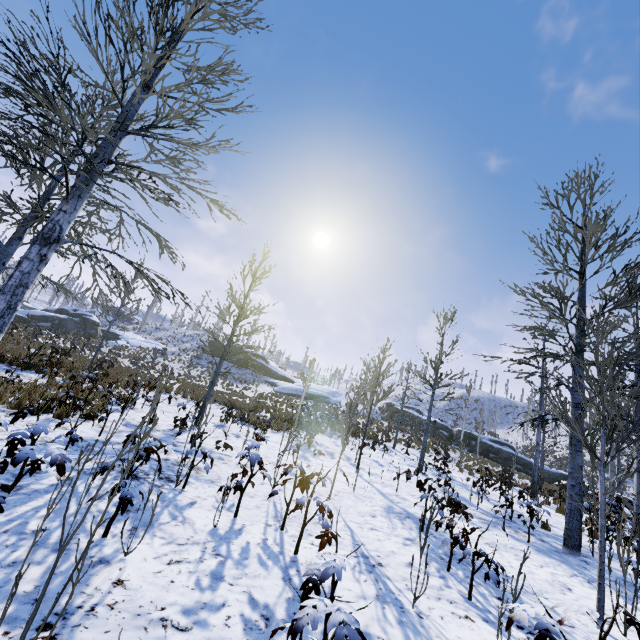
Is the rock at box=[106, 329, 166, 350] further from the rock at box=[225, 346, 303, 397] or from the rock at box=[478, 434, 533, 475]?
the rock at box=[478, 434, 533, 475]

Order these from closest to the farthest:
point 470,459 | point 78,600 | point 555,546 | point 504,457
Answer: point 78,600, point 555,546, point 470,459, point 504,457

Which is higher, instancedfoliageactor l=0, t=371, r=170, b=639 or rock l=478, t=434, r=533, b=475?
rock l=478, t=434, r=533, b=475

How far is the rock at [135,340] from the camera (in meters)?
38.00

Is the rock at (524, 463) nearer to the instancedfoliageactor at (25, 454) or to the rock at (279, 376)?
the instancedfoliageactor at (25, 454)

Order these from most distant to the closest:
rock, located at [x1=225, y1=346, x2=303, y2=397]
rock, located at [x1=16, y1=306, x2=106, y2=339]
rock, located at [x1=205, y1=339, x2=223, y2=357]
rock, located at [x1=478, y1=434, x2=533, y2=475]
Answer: rock, located at [x1=205, y1=339, x2=223, y2=357], rock, located at [x1=225, y1=346, x2=303, y2=397], rock, located at [x1=16, y1=306, x2=106, y2=339], rock, located at [x1=478, y1=434, x2=533, y2=475]

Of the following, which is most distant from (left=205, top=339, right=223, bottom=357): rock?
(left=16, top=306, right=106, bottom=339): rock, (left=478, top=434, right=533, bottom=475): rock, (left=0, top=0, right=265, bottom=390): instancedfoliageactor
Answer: (left=0, top=0, right=265, bottom=390): instancedfoliageactor
